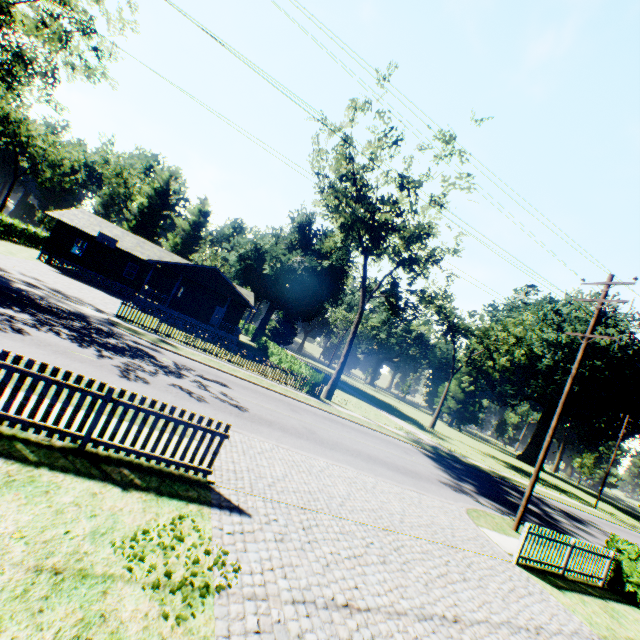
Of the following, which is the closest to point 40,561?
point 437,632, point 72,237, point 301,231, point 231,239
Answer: point 437,632

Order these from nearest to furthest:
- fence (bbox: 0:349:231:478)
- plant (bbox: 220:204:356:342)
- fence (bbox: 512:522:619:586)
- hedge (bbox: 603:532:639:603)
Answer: fence (bbox: 0:349:231:478)
fence (bbox: 512:522:619:586)
hedge (bbox: 603:532:639:603)
plant (bbox: 220:204:356:342)

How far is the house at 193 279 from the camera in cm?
3128

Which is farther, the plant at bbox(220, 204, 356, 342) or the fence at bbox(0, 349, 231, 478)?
the plant at bbox(220, 204, 356, 342)

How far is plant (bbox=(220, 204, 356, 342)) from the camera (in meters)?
46.12

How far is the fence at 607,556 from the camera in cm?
1030

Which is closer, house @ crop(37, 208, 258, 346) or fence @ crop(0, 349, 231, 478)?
fence @ crop(0, 349, 231, 478)

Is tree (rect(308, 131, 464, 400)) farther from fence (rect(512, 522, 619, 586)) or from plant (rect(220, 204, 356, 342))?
plant (rect(220, 204, 356, 342))
